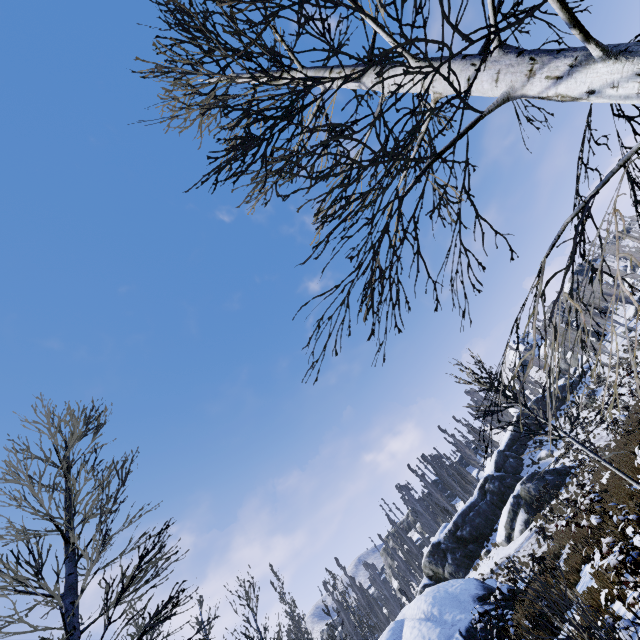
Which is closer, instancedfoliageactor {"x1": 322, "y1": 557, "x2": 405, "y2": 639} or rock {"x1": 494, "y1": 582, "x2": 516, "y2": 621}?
rock {"x1": 494, "y1": 582, "x2": 516, "y2": 621}

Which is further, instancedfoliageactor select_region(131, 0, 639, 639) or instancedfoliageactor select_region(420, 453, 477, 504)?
instancedfoliageactor select_region(420, 453, 477, 504)

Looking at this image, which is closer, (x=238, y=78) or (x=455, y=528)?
(x=238, y=78)

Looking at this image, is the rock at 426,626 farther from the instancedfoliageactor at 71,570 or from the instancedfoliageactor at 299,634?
the instancedfoliageactor at 71,570

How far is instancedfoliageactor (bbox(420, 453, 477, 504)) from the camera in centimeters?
4453cm

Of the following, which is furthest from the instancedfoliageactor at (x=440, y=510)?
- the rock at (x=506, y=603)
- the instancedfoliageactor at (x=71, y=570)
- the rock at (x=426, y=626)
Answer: the instancedfoliageactor at (x=71, y=570)

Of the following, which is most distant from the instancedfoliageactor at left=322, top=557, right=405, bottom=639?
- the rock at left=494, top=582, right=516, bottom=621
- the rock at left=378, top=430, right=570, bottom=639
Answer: the rock at left=494, top=582, right=516, bottom=621
